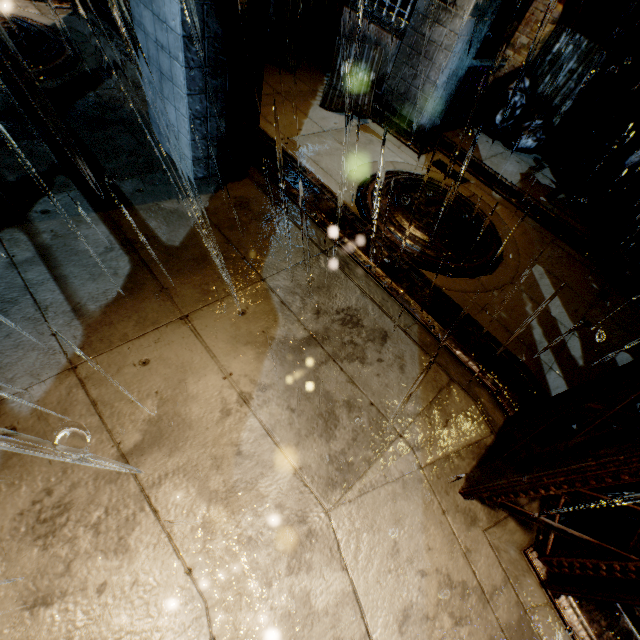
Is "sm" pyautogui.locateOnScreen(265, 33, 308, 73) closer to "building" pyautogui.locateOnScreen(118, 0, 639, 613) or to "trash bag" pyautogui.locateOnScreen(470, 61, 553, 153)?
"building" pyautogui.locateOnScreen(118, 0, 639, 613)

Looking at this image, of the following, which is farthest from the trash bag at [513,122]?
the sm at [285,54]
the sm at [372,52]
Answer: the sm at [285,54]

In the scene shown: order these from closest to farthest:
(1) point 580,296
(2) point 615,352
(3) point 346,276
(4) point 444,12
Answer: (3) point 346,276 → (2) point 615,352 → (1) point 580,296 → (4) point 444,12

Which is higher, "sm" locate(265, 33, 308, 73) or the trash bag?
the trash bag

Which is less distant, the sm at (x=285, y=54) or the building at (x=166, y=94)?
the building at (x=166, y=94)

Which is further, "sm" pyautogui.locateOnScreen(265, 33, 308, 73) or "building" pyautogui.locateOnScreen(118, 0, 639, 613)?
"sm" pyautogui.locateOnScreen(265, 33, 308, 73)

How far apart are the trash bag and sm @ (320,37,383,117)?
2.5m
